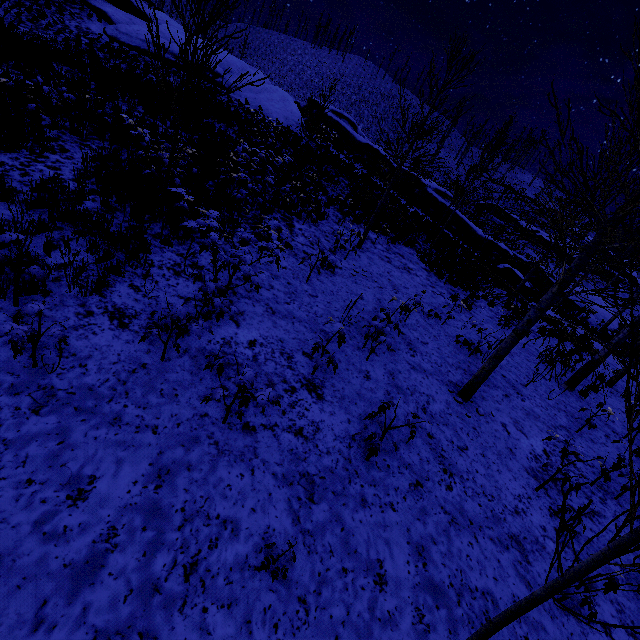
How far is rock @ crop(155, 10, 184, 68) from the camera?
22.0 meters

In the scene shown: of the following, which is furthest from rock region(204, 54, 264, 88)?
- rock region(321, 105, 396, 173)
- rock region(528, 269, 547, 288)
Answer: rock region(528, 269, 547, 288)

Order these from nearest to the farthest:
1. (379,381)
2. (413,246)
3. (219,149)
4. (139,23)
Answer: (379,381)
(219,149)
(413,246)
(139,23)

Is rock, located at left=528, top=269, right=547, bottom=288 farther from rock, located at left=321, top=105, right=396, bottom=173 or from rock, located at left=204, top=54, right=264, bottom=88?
rock, located at left=204, top=54, right=264, bottom=88

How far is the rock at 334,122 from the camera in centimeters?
2692cm

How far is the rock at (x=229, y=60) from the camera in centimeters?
2378cm

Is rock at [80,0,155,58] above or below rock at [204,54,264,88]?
below

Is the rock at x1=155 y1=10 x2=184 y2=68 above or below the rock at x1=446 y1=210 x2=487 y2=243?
above
